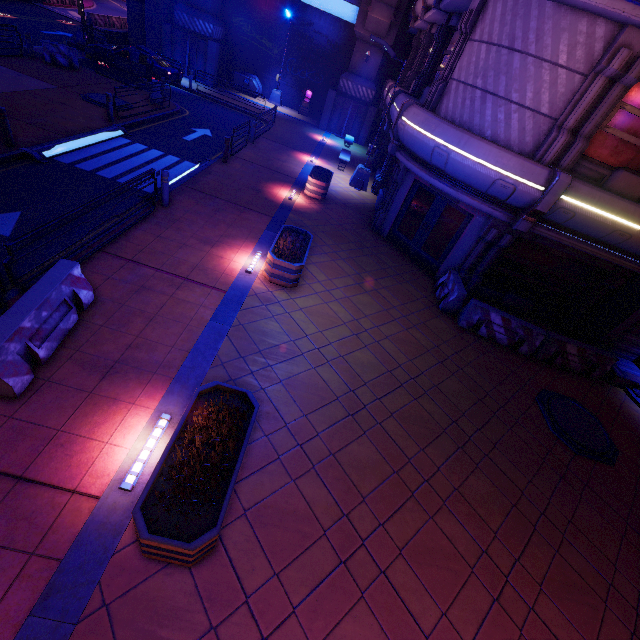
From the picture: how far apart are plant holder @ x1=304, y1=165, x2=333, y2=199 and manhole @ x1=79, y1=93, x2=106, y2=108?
9.34m

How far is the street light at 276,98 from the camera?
24.0 meters

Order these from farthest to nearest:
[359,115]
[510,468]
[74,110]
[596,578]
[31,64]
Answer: [359,115] → [31,64] → [74,110] → [510,468] → [596,578]

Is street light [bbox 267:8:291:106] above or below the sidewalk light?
above

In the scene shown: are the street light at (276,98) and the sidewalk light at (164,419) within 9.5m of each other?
no

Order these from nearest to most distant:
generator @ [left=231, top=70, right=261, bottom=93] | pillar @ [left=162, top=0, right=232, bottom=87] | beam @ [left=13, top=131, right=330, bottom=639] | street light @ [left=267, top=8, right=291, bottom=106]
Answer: beam @ [left=13, top=131, right=330, bottom=639] < pillar @ [left=162, top=0, right=232, bottom=87] < street light @ [left=267, top=8, right=291, bottom=106] < generator @ [left=231, top=70, right=261, bottom=93]

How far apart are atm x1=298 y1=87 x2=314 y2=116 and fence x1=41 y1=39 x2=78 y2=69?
15.84m

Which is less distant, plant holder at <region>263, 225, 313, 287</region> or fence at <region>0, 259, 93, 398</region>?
fence at <region>0, 259, 93, 398</region>
